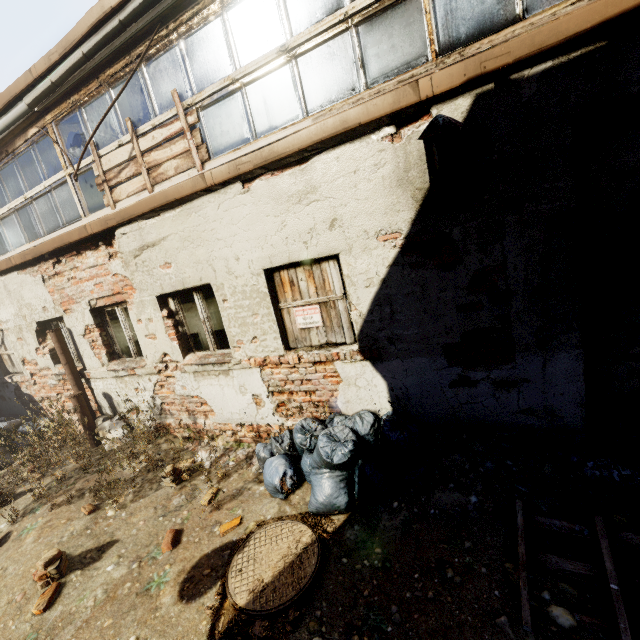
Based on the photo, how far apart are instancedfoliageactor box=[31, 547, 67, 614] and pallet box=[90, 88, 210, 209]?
4.7 meters

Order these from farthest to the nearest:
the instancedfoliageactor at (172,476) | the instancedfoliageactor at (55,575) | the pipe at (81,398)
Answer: the pipe at (81,398), the instancedfoliageactor at (172,476), the instancedfoliageactor at (55,575)

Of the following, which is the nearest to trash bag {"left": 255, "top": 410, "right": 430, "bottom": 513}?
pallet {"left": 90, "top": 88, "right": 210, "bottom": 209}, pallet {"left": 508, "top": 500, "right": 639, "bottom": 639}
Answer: pallet {"left": 508, "top": 500, "right": 639, "bottom": 639}

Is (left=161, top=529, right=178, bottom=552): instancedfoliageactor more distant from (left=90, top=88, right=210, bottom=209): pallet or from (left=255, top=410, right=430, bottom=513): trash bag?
(left=90, top=88, right=210, bottom=209): pallet

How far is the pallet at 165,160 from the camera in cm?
439

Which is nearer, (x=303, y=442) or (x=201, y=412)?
(x=303, y=442)

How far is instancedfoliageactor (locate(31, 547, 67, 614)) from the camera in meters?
3.1

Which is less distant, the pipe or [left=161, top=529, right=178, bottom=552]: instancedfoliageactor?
[left=161, top=529, right=178, bottom=552]: instancedfoliageactor
